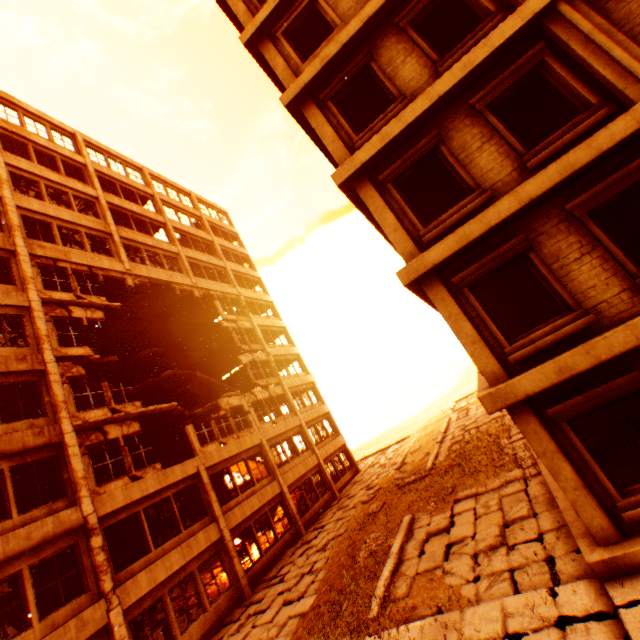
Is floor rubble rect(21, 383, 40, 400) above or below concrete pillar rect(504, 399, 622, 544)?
above

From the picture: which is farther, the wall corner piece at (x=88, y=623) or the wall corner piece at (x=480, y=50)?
the wall corner piece at (x=88, y=623)

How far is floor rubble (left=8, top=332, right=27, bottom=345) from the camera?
14.84m

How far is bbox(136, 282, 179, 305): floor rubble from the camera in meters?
21.2 m

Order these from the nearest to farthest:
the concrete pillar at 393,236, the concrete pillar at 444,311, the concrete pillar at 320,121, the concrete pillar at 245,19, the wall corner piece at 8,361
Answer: the concrete pillar at 444,311, the concrete pillar at 393,236, the concrete pillar at 320,121, the concrete pillar at 245,19, the wall corner piece at 8,361

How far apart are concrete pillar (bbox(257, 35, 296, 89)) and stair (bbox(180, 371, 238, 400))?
18.7 meters

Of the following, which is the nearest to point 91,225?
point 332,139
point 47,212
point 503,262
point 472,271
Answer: point 47,212

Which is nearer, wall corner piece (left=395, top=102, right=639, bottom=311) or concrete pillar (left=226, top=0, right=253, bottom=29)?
wall corner piece (left=395, top=102, right=639, bottom=311)
